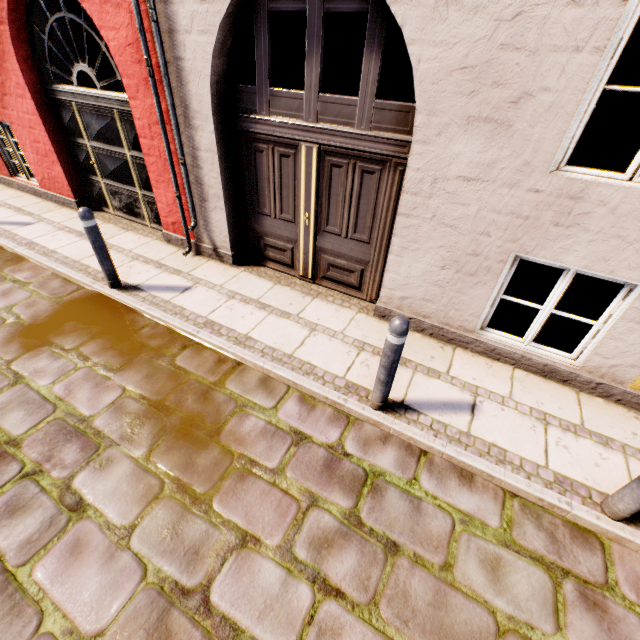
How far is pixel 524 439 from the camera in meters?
3.1

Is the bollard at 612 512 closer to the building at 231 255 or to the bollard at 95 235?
the building at 231 255

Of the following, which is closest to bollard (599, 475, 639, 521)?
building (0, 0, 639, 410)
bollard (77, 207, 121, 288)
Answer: building (0, 0, 639, 410)

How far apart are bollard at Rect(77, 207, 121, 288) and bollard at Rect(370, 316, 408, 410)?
3.84m

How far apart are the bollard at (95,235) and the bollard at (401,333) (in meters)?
3.84

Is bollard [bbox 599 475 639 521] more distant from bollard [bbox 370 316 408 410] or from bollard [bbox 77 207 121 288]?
bollard [bbox 77 207 121 288]

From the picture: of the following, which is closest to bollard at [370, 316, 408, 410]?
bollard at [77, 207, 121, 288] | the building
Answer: the building
